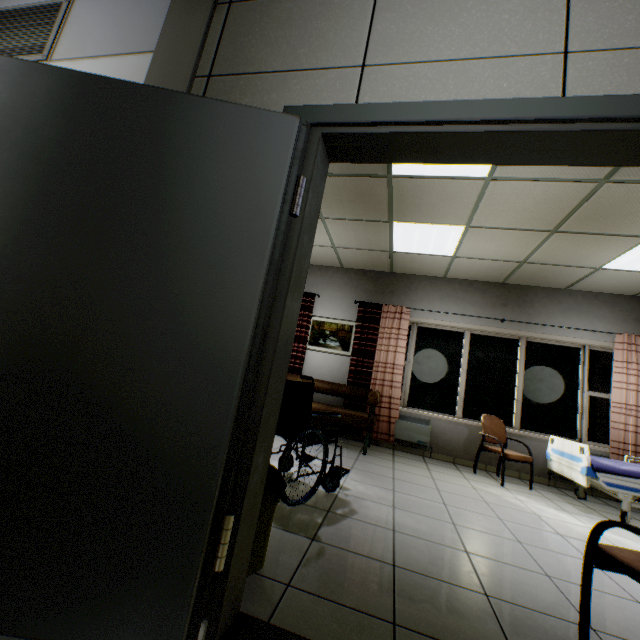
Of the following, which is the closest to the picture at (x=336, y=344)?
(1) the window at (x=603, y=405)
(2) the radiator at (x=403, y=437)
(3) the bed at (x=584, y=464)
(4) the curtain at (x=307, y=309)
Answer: (4) the curtain at (x=307, y=309)

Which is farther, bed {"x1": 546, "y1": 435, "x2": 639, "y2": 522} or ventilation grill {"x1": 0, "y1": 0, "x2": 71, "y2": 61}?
bed {"x1": 546, "y1": 435, "x2": 639, "y2": 522}

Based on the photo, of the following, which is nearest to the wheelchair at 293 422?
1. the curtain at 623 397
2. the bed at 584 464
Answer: the curtain at 623 397

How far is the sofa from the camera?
4.8 meters

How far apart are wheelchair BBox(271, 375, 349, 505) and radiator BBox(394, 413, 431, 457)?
2.64m

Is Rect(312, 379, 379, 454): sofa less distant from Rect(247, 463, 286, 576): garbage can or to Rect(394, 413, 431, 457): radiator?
Rect(394, 413, 431, 457): radiator

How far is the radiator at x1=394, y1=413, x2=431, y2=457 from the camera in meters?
5.5 m

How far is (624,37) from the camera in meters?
1.2
